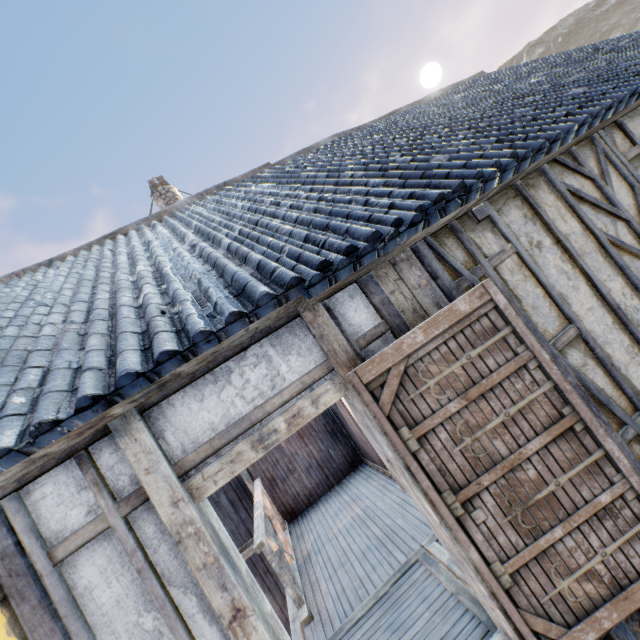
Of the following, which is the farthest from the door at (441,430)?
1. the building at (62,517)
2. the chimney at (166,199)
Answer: the chimney at (166,199)

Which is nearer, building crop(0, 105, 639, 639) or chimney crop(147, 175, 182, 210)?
building crop(0, 105, 639, 639)

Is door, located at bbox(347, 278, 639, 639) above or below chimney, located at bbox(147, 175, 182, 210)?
below

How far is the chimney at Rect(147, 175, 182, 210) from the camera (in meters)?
8.77

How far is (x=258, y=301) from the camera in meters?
1.7

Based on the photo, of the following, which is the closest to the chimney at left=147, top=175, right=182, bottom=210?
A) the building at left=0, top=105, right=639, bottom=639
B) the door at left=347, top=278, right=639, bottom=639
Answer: the building at left=0, top=105, right=639, bottom=639
